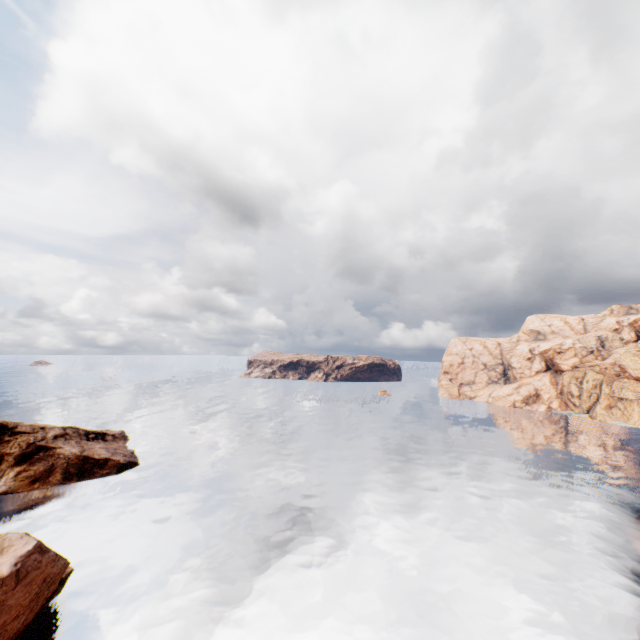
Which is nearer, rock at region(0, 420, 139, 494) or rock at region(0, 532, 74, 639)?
rock at region(0, 532, 74, 639)

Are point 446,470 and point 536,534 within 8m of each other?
no

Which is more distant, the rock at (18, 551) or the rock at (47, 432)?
the rock at (47, 432)
